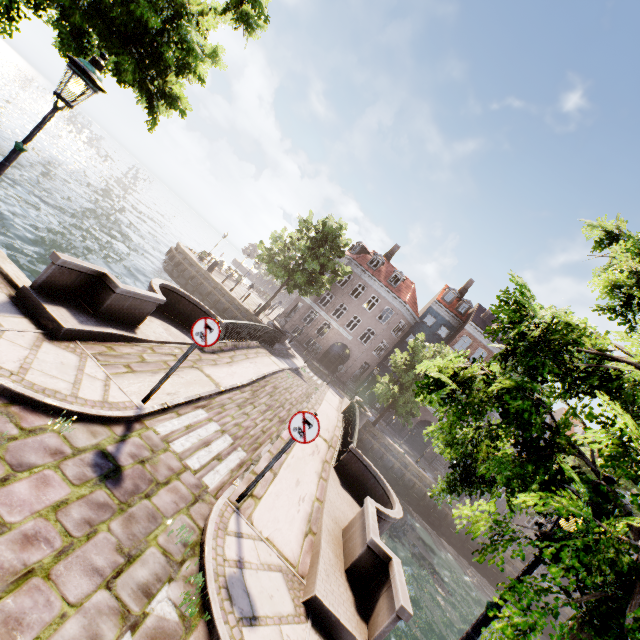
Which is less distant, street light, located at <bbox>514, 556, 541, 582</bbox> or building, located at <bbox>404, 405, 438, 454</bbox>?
street light, located at <bbox>514, 556, 541, 582</bbox>

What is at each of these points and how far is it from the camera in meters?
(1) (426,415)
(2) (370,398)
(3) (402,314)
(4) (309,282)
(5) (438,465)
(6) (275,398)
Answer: (1) building, 33.3 m
(2) building, 35.9 m
(3) building, 34.9 m
(4) tree, 25.1 m
(5) building, 32.5 m
(6) bridge, 11.8 m

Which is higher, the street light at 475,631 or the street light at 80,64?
the street light at 80,64

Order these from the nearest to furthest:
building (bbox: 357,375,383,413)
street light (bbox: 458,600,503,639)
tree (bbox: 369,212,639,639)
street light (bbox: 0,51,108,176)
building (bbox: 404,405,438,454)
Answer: tree (bbox: 369,212,639,639) < street light (bbox: 458,600,503,639) < street light (bbox: 0,51,108,176) < building (bbox: 404,405,438,454) < building (bbox: 357,375,383,413)

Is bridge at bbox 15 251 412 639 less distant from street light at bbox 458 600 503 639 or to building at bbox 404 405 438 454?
street light at bbox 458 600 503 639

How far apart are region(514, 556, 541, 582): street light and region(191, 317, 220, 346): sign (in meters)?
4.84

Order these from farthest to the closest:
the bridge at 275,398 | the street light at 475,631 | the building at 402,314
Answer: the building at 402,314 → the bridge at 275,398 → the street light at 475,631

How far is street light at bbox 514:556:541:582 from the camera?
3.0 meters
